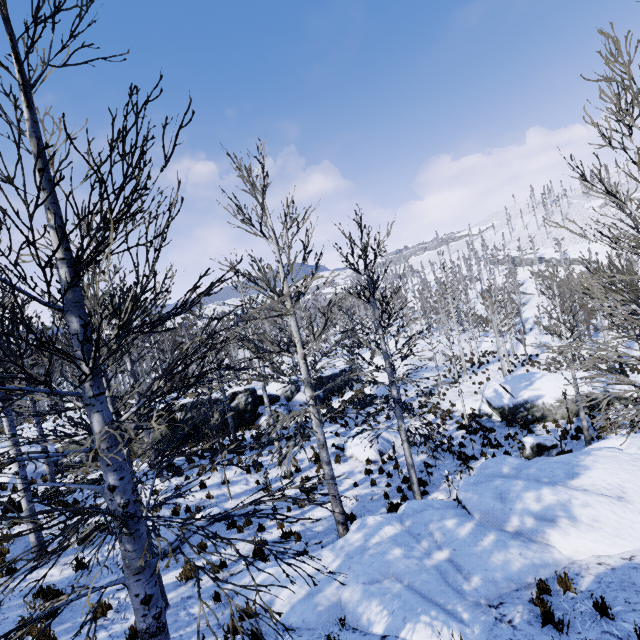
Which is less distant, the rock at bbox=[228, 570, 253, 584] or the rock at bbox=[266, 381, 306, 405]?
the rock at bbox=[228, 570, 253, 584]

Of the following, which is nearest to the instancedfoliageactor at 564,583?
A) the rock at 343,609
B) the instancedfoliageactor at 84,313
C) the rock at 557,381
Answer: the instancedfoliageactor at 84,313

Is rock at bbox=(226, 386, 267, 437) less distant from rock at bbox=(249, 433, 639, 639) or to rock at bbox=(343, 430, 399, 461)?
rock at bbox=(343, 430, 399, 461)

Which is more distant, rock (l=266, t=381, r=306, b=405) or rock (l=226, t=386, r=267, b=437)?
rock (l=266, t=381, r=306, b=405)

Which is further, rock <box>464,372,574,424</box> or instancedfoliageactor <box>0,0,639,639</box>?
rock <box>464,372,574,424</box>

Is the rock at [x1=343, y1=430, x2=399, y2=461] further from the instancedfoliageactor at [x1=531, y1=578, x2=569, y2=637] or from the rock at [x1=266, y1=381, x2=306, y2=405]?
the instancedfoliageactor at [x1=531, y1=578, x2=569, y2=637]

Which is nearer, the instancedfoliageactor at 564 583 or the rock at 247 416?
the instancedfoliageactor at 564 583

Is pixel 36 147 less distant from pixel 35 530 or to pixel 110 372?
pixel 35 530
